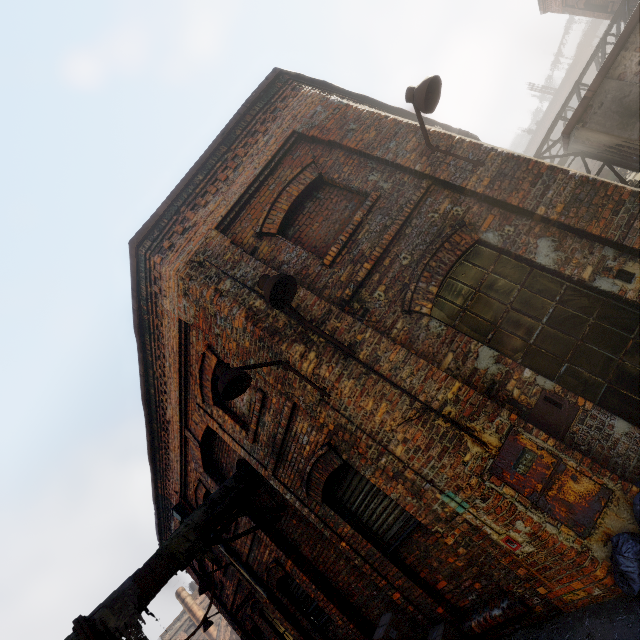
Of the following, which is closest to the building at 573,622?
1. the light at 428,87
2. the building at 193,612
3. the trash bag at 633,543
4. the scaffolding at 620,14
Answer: the trash bag at 633,543

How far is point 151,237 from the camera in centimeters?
543cm

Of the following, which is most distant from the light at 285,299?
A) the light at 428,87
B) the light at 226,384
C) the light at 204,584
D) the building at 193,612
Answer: the building at 193,612

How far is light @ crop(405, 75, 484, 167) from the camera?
4.1 meters

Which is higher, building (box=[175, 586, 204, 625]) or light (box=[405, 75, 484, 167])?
building (box=[175, 586, 204, 625])

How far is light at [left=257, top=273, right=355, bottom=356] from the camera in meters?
3.6 m

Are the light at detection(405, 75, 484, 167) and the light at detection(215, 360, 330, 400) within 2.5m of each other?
no

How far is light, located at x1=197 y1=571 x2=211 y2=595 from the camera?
8.1 meters
